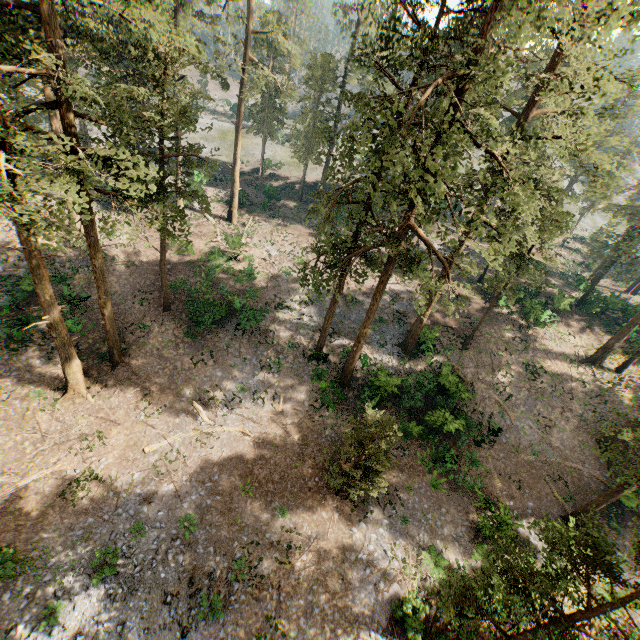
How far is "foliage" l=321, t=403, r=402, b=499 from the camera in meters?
16.1

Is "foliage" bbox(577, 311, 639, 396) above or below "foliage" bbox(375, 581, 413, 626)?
above

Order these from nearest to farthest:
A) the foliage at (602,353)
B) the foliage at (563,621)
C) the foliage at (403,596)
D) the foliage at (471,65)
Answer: the foliage at (563,621) → the foliage at (471,65) → the foliage at (403,596) → the foliage at (602,353)

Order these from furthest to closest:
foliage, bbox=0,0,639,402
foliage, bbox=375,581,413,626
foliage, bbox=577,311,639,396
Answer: foliage, bbox=577,311,639,396, foliage, bbox=375,581,413,626, foliage, bbox=0,0,639,402

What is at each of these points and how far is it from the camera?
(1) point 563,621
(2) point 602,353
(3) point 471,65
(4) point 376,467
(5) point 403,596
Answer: (1) foliage, 8.4 meters
(2) foliage, 31.6 meters
(3) foliage, 14.1 meters
(4) foliage, 16.3 meters
(5) foliage, 16.2 meters

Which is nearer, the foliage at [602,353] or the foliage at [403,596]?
the foliage at [403,596]
